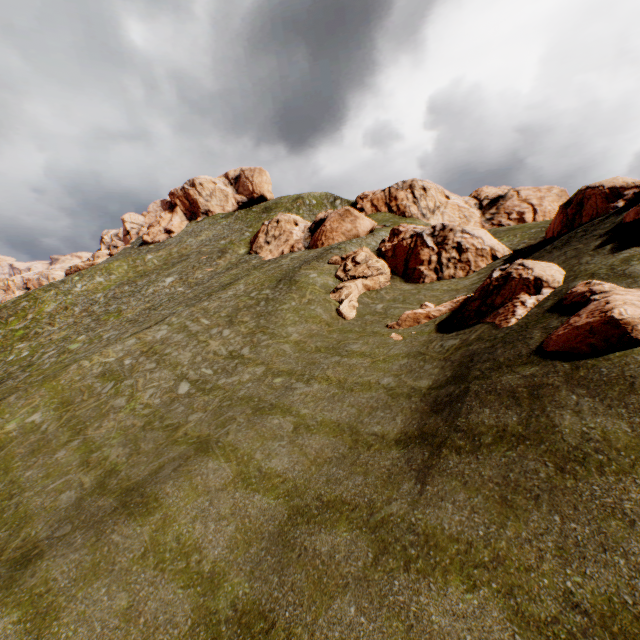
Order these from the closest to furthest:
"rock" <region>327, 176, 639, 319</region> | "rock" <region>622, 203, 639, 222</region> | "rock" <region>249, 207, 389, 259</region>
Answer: "rock" <region>622, 203, 639, 222</region> < "rock" <region>327, 176, 639, 319</region> < "rock" <region>249, 207, 389, 259</region>

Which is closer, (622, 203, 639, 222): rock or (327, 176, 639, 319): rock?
(622, 203, 639, 222): rock

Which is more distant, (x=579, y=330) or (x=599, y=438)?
(x=579, y=330)

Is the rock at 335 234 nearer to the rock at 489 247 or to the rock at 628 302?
the rock at 628 302

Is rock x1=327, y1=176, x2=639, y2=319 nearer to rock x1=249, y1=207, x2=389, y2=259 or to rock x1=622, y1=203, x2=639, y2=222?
rock x1=622, y1=203, x2=639, y2=222

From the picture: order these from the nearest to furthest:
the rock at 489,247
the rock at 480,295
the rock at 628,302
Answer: the rock at 628,302, the rock at 480,295, the rock at 489,247

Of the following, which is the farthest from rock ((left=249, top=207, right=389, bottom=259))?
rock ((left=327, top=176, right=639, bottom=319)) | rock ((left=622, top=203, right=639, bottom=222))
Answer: rock ((left=327, top=176, right=639, bottom=319))
